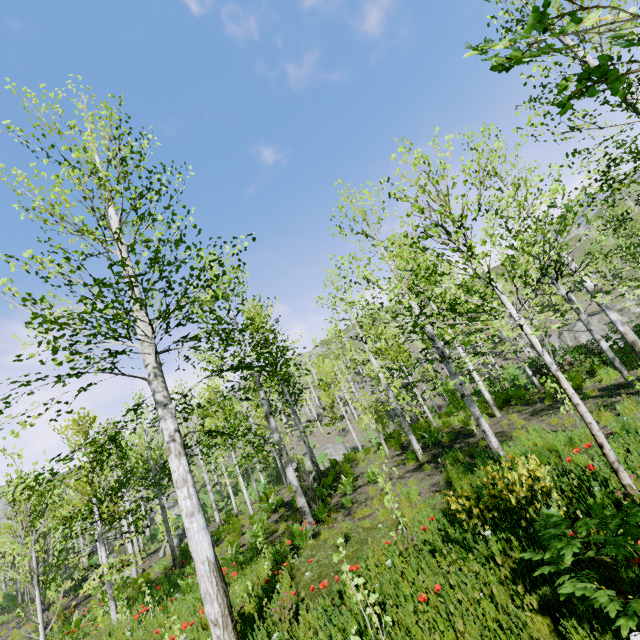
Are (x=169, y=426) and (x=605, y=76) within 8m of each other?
yes

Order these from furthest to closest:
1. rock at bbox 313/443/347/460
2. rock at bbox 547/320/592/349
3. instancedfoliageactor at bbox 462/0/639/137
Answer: rock at bbox 313/443/347/460 < rock at bbox 547/320/592/349 < instancedfoliageactor at bbox 462/0/639/137

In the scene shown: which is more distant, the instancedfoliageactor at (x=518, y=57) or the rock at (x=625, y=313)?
the rock at (x=625, y=313)

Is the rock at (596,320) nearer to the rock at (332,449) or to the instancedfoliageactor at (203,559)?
the instancedfoliageactor at (203,559)

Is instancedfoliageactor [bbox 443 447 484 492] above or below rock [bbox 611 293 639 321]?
below

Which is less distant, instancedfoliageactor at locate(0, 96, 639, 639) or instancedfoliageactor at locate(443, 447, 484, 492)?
instancedfoliageactor at locate(0, 96, 639, 639)

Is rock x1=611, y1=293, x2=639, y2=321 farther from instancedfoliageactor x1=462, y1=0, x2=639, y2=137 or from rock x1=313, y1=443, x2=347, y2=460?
rock x1=313, y1=443, x2=347, y2=460

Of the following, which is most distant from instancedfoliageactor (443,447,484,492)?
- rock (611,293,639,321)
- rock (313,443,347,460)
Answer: rock (611,293,639,321)
